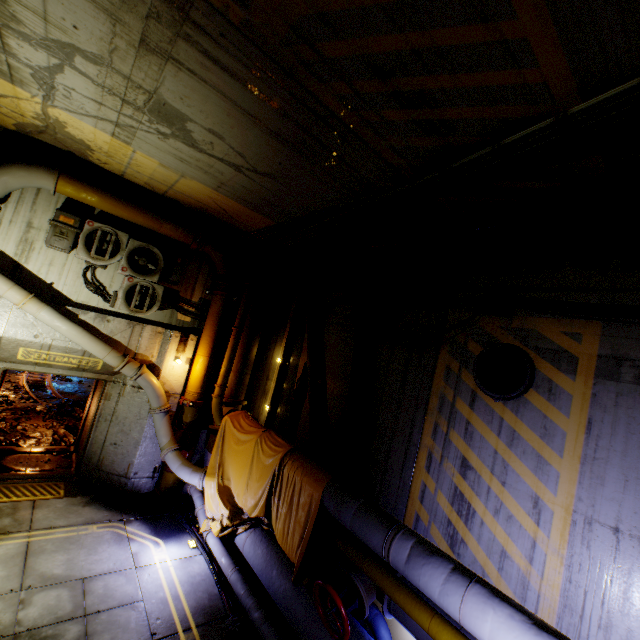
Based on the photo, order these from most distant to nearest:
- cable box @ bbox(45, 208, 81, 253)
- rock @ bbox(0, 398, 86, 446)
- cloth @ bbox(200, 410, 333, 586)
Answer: rock @ bbox(0, 398, 86, 446) < cable box @ bbox(45, 208, 81, 253) < cloth @ bbox(200, 410, 333, 586)

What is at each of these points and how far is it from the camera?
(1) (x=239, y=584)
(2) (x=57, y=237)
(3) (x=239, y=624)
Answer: (1) pipe, 5.4m
(2) cable box, 6.6m
(3) cable, 4.9m

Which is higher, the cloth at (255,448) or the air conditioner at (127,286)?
the air conditioner at (127,286)

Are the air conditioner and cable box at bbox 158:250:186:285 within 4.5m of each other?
yes

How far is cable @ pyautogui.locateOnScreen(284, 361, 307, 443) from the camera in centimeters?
786cm

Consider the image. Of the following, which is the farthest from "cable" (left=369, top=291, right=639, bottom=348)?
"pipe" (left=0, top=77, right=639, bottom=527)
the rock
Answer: the rock

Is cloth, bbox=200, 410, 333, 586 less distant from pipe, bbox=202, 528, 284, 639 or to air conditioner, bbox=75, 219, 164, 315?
pipe, bbox=202, 528, 284, 639

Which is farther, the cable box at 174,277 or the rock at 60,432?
the rock at 60,432
